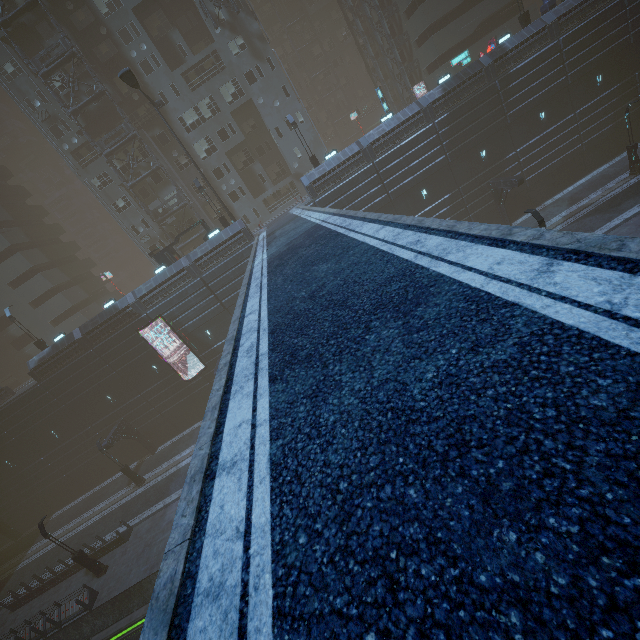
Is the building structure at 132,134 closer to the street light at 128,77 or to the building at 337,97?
the building at 337,97

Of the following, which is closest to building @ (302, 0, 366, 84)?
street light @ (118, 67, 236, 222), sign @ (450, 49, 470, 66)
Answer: sign @ (450, 49, 470, 66)

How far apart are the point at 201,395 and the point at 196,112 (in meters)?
31.32

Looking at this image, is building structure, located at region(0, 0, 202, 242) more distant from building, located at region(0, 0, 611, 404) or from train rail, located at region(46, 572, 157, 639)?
train rail, located at region(46, 572, 157, 639)

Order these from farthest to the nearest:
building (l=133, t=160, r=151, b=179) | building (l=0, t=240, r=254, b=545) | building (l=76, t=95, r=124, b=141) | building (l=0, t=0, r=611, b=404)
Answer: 1. building (l=133, t=160, r=151, b=179)
2. building (l=76, t=95, r=124, b=141)
3. building (l=0, t=240, r=254, b=545)
4. building (l=0, t=0, r=611, b=404)

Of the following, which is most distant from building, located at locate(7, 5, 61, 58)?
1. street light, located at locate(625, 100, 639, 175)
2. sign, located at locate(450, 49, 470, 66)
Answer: street light, located at locate(625, 100, 639, 175)

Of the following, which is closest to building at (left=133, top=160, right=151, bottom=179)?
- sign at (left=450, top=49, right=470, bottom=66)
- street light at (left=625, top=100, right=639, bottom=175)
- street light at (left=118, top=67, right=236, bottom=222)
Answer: sign at (left=450, top=49, right=470, bottom=66)

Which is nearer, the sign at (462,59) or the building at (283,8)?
the sign at (462,59)
